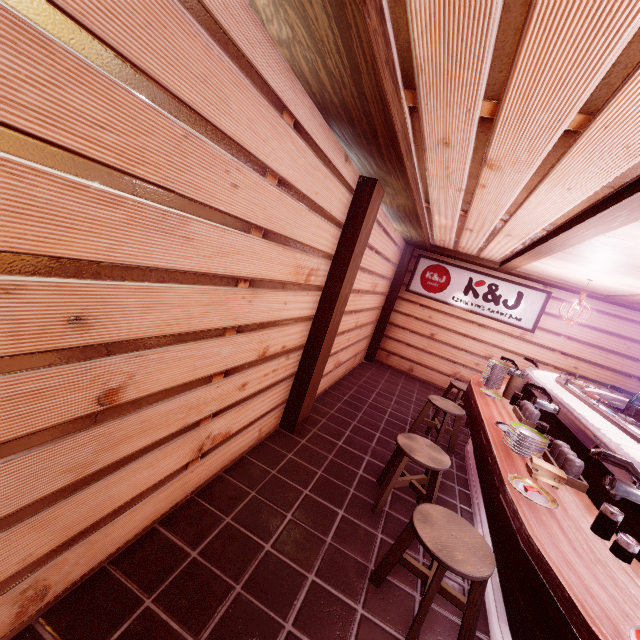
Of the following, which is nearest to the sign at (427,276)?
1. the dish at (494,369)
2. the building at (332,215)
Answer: the building at (332,215)

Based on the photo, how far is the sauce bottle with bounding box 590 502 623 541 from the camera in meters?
3.1 m

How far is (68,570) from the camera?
2.8m

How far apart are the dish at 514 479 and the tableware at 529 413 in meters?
2.6 m

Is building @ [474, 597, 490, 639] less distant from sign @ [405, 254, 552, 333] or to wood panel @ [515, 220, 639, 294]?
sign @ [405, 254, 552, 333]

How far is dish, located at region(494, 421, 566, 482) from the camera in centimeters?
386cm

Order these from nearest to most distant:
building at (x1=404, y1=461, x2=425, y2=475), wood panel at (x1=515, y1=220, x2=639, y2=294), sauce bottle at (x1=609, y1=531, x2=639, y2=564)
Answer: sauce bottle at (x1=609, y1=531, x2=639, y2=564) → wood panel at (x1=515, y1=220, x2=639, y2=294) → building at (x1=404, y1=461, x2=425, y2=475)

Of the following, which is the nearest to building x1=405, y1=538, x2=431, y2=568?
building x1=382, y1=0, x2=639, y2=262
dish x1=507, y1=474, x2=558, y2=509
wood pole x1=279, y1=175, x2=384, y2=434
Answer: wood pole x1=279, y1=175, x2=384, y2=434
